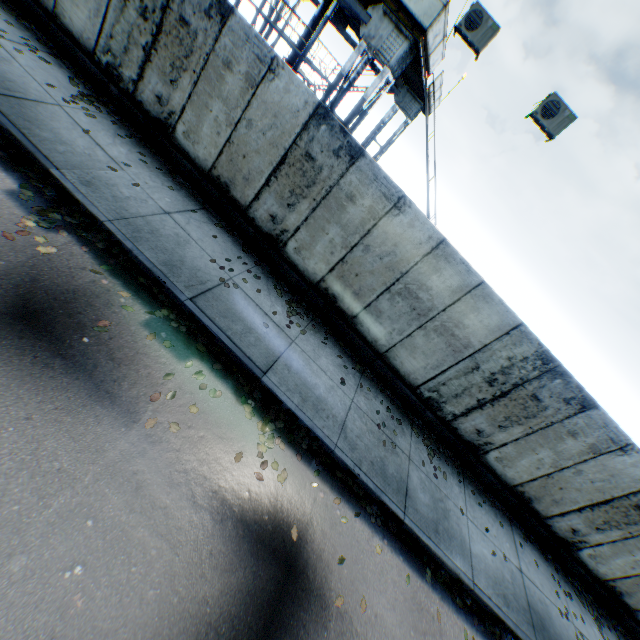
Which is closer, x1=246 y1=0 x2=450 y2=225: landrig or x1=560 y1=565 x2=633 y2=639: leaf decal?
x1=560 y1=565 x2=633 y2=639: leaf decal

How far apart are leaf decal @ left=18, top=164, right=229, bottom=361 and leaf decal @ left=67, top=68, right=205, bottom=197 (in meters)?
2.18

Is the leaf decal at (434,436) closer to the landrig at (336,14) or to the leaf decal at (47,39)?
the landrig at (336,14)

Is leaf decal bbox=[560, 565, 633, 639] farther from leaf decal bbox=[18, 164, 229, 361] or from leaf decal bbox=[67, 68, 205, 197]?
leaf decal bbox=[67, 68, 205, 197]

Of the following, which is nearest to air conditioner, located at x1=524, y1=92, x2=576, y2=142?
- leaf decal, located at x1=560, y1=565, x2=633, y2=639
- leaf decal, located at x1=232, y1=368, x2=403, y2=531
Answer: leaf decal, located at x1=232, y1=368, x2=403, y2=531

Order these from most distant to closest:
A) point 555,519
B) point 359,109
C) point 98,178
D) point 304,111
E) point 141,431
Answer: point 359,109, point 555,519, point 304,111, point 98,178, point 141,431

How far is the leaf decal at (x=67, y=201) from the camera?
5.2m

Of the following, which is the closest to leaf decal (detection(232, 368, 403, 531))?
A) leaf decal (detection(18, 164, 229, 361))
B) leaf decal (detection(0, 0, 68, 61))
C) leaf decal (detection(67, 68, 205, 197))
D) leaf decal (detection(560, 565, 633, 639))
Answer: leaf decal (detection(18, 164, 229, 361))
